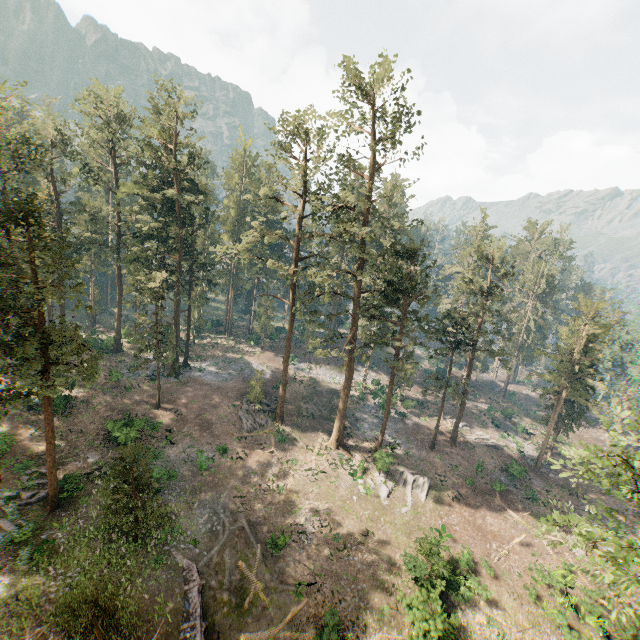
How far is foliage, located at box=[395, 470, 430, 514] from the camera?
32.5 meters

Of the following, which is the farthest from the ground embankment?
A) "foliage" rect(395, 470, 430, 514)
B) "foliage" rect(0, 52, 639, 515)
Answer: "foliage" rect(395, 470, 430, 514)

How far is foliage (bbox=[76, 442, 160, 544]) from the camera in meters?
20.1 m

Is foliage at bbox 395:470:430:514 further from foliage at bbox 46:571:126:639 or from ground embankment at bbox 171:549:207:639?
ground embankment at bbox 171:549:207:639

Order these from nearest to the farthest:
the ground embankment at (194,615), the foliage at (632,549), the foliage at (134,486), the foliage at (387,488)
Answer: the foliage at (632,549), the ground embankment at (194,615), the foliage at (134,486), the foliage at (387,488)

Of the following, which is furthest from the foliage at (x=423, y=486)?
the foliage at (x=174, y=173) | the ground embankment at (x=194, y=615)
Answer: the ground embankment at (x=194, y=615)

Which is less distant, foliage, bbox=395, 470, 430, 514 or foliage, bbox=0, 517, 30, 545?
foliage, bbox=0, 517, 30, 545

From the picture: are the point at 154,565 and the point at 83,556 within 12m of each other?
yes
